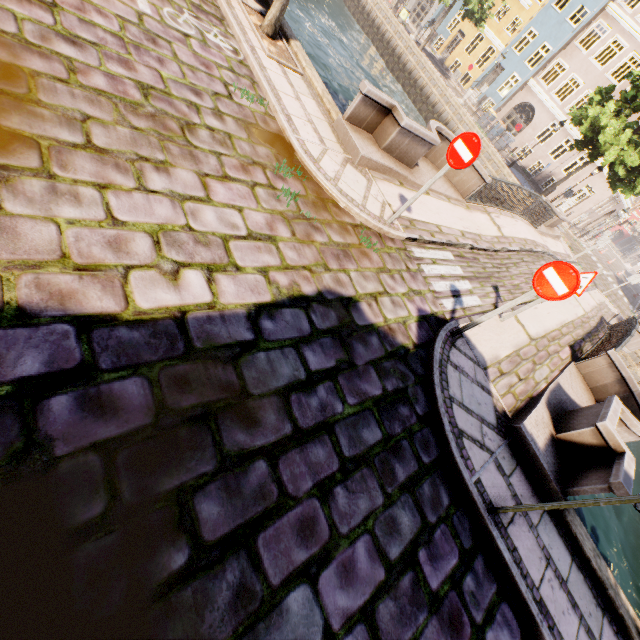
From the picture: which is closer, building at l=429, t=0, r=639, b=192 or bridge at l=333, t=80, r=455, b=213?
bridge at l=333, t=80, r=455, b=213

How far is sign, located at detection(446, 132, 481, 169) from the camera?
4.92m

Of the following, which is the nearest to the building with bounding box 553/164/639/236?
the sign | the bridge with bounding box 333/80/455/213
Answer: the bridge with bounding box 333/80/455/213

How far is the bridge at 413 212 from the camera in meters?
6.7 m

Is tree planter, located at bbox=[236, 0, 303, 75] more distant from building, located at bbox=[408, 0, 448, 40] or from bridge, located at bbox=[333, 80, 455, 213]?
building, located at bbox=[408, 0, 448, 40]

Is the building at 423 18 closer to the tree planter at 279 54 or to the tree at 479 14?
the tree at 479 14

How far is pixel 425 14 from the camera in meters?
35.2 m
